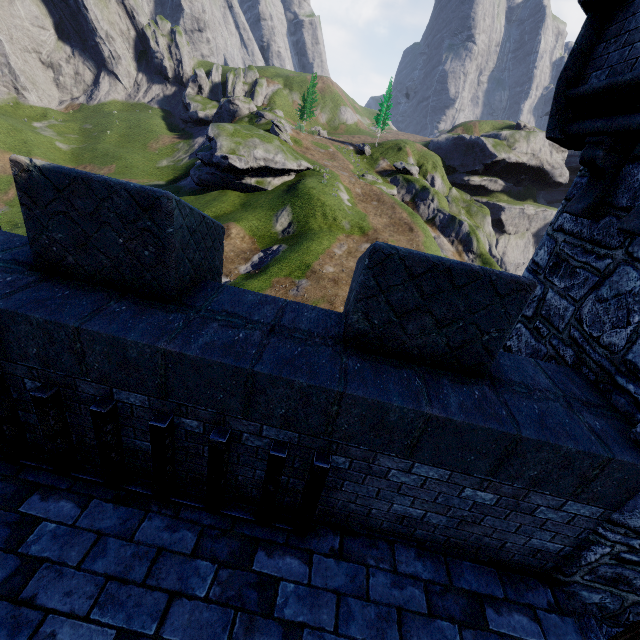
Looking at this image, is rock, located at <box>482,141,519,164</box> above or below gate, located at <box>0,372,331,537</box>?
above

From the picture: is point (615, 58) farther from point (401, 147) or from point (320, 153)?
point (401, 147)

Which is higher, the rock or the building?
the rock

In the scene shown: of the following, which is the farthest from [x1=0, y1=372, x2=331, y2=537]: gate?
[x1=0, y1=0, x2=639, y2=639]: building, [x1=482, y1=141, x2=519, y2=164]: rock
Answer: [x1=482, y1=141, x2=519, y2=164]: rock

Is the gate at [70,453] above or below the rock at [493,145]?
below

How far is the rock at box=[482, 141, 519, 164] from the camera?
58.6m

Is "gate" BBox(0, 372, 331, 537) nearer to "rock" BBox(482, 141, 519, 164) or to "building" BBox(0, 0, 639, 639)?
"building" BBox(0, 0, 639, 639)

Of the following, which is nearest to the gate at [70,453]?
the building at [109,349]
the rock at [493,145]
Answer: the building at [109,349]
